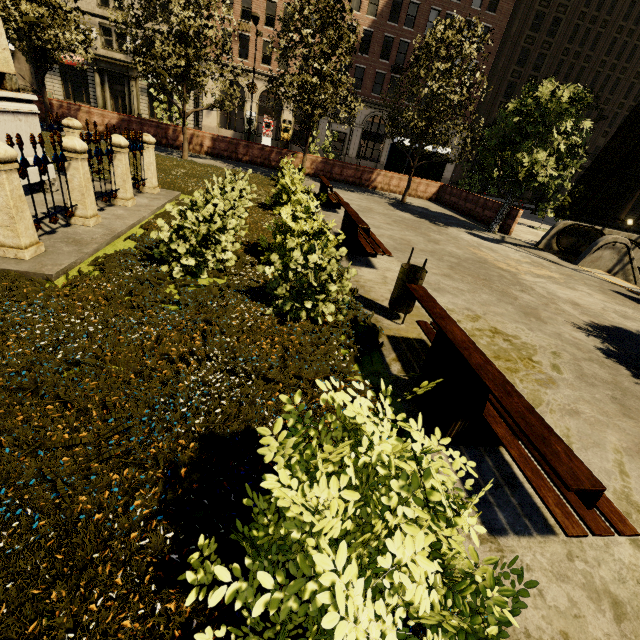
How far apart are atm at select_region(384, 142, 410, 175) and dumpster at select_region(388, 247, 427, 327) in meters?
18.8 m

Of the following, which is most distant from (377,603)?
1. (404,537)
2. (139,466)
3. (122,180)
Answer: (122,180)

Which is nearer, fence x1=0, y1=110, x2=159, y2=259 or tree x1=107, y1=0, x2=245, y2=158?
fence x1=0, y1=110, x2=159, y2=259

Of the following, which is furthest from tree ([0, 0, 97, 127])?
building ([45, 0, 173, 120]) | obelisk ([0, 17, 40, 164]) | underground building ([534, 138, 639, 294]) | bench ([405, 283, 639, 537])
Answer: bench ([405, 283, 639, 537])

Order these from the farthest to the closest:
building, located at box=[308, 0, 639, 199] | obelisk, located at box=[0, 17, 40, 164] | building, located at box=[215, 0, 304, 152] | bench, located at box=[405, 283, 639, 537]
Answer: building, located at box=[308, 0, 639, 199]
building, located at box=[215, 0, 304, 152]
obelisk, located at box=[0, 17, 40, 164]
bench, located at box=[405, 283, 639, 537]

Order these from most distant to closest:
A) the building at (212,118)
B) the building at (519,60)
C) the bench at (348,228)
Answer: the building at (212,118)
the building at (519,60)
the bench at (348,228)

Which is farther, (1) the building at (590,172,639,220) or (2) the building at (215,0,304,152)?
(1) the building at (590,172,639,220)

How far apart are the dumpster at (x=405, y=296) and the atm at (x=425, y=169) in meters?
19.7
